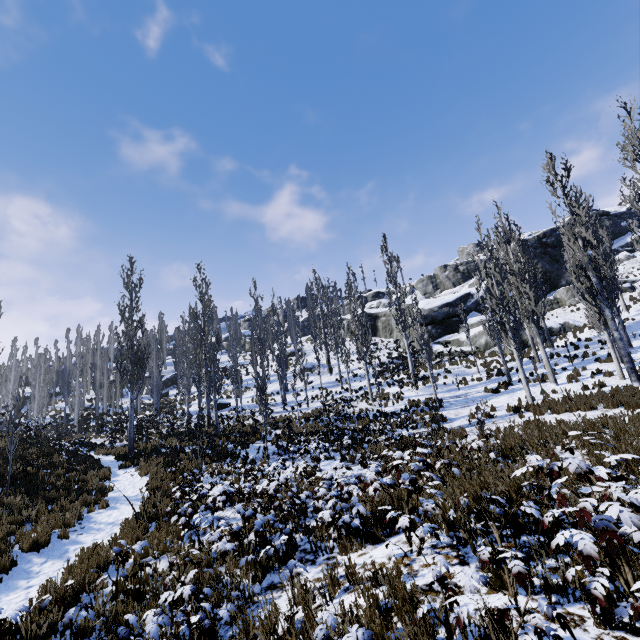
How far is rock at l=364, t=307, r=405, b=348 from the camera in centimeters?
4262cm

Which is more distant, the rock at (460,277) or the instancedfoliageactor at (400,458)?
the rock at (460,277)

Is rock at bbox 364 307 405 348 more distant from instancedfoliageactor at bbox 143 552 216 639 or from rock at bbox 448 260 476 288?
rock at bbox 448 260 476 288

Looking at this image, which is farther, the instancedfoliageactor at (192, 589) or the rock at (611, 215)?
the rock at (611, 215)

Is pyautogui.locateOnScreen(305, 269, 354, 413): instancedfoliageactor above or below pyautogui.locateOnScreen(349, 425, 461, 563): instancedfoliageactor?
above

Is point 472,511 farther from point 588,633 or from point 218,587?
point 218,587

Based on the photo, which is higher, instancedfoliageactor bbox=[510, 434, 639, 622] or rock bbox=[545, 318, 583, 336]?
rock bbox=[545, 318, 583, 336]

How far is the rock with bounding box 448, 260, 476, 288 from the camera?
59.1m
